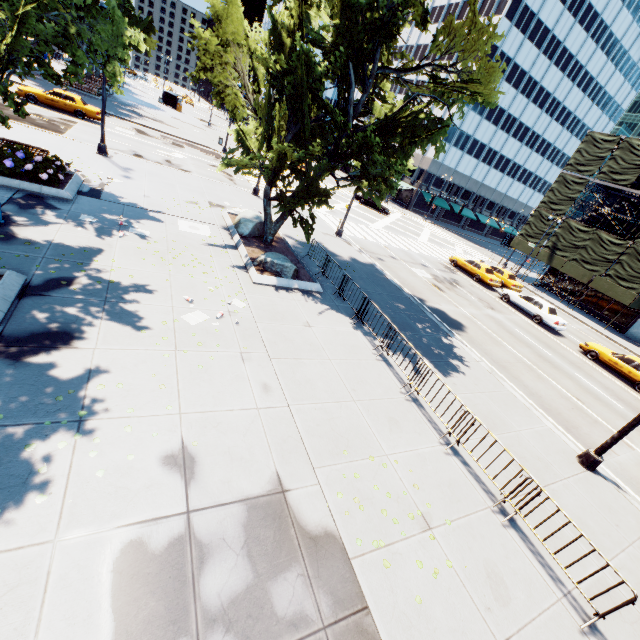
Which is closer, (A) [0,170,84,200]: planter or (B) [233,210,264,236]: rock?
(A) [0,170,84,200]: planter

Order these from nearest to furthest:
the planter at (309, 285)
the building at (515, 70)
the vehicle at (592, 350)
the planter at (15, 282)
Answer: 1. the planter at (15, 282)
2. the planter at (309, 285)
3. the vehicle at (592, 350)
4. the building at (515, 70)

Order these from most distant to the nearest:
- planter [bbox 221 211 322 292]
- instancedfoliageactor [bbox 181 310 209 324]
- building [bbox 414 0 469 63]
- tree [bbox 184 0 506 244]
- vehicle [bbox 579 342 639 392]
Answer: building [bbox 414 0 469 63], vehicle [bbox 579 342 639 392], planter [bbox 221 211 322 292], tree [bbox 184 0 506 244], instancedfoliageactor [bbox 181 310 209 324]

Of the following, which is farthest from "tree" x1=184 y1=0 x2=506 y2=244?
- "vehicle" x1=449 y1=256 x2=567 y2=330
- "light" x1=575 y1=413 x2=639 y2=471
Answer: "vehicle" x1=449 y1=256 x2=567 y2=330

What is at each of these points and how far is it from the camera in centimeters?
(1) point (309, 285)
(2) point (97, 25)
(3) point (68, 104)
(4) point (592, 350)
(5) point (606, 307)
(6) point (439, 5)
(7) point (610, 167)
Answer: (1) planter, 1375cm
(2) tree, 1236cm
(3) vehicle, 2503cm
(4) vehicle, 2091cm
(5) building, 3359cm
(6) building, 5566cm
(7) scaffolding, 3122cm

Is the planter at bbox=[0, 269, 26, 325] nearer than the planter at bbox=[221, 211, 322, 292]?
Yes

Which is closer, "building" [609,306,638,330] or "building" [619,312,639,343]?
"building" [619,312,639,343]

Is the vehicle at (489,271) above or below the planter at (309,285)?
above
